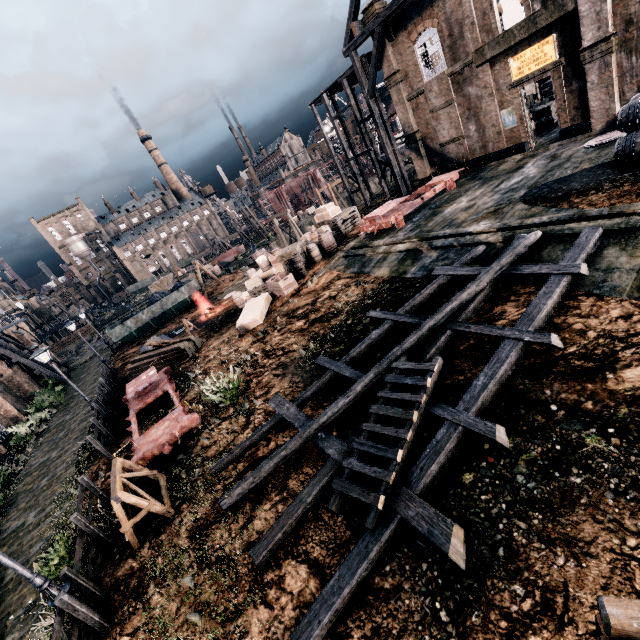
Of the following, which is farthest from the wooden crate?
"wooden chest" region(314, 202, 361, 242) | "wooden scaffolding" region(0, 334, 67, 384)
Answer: "wooden scaffolding" region(0, 334, 67, 384)

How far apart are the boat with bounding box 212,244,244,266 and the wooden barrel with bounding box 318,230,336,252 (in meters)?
34.55

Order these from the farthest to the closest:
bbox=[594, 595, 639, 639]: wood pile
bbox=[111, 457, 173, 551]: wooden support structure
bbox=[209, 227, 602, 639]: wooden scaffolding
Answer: bbox=[111, 457, 173, 551]: wooden support structure
bbox=[209, 227, 602, 639]: wooden scaffolding
bbox=[594, 595, 639, 639]: wood pile

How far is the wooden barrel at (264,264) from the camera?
25.3m

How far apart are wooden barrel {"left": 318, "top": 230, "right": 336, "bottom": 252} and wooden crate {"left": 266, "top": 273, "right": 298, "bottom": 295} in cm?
399

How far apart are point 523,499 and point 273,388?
9.0m

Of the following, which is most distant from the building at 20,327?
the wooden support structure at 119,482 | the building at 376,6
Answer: the building at 376,6

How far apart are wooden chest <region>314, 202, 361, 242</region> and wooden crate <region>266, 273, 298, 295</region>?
7.9m
